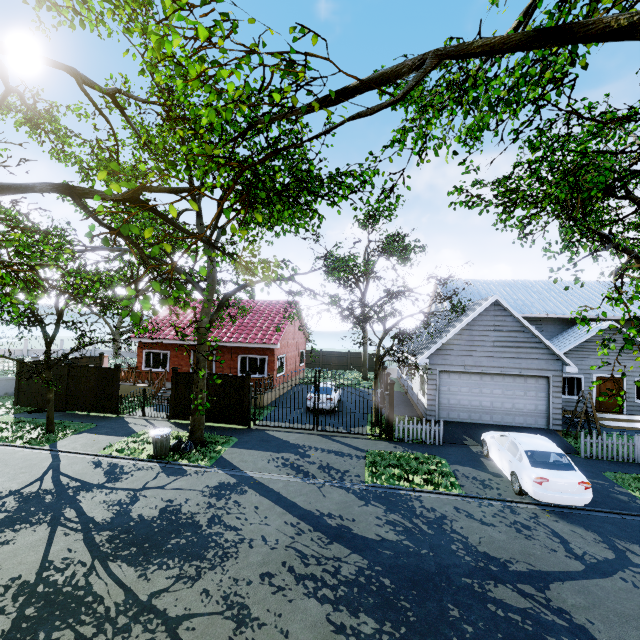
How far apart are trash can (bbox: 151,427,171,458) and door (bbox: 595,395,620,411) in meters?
23.0 m

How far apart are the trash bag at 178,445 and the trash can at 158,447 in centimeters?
14cm

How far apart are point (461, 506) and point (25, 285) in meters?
12.9

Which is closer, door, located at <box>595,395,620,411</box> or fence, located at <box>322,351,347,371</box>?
door, located at <box>595,395,620,411</box>

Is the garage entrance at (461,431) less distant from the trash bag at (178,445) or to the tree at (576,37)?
the tree at (576,37)

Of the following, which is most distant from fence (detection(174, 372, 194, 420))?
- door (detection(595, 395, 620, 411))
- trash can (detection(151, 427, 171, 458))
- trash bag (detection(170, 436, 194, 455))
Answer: door (detection(595, 395, 620, 411))

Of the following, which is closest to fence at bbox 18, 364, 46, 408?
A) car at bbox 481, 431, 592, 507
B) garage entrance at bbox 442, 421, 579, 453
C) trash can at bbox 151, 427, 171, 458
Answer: garage entrance at bbox 442, 421, 579, 453
